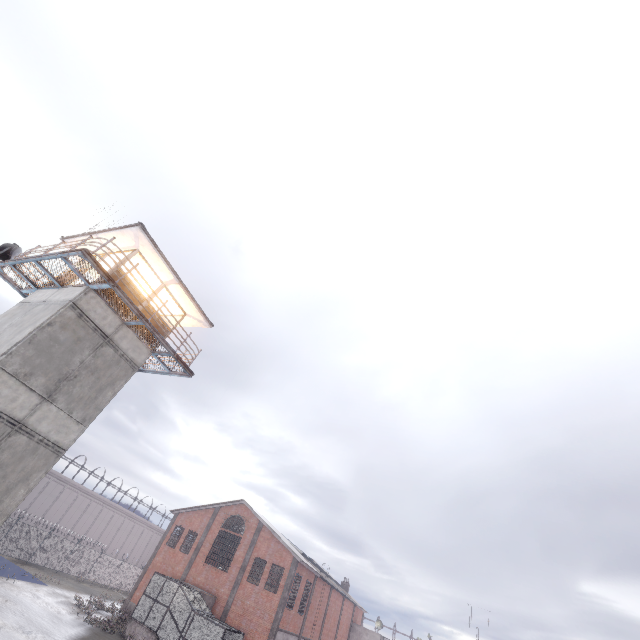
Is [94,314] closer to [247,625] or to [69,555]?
[247,625]

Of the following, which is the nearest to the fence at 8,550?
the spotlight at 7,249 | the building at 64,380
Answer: the building at 64,380

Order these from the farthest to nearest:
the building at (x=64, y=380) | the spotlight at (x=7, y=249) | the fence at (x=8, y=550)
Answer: the fence at (x=8, y=550)
the spotlight at (x=7, y=249)
the building at (x=64, y=380)

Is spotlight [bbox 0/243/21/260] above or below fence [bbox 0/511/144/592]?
above

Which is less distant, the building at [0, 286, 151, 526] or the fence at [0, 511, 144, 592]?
the building at [0, 286, 151, 526]

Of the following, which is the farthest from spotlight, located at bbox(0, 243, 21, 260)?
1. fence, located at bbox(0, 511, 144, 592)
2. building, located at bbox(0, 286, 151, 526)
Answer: fence, located at bbox(0, 511, 144, 592)

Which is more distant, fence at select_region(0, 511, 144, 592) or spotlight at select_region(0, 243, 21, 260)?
fence at select_region(0, 511, 144, 592)

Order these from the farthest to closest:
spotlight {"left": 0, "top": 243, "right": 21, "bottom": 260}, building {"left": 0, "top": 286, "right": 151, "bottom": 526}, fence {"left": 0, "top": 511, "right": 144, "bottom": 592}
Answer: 1. fence {"left": 0, "top": 511, "right": 144, "bottom": 592}
2. spotlight {"left": 0, "top": 243, "right": 21, "bottom": 260}
3. building {"left": 0, "top": 286, "right": 151, "bottom": 526}
